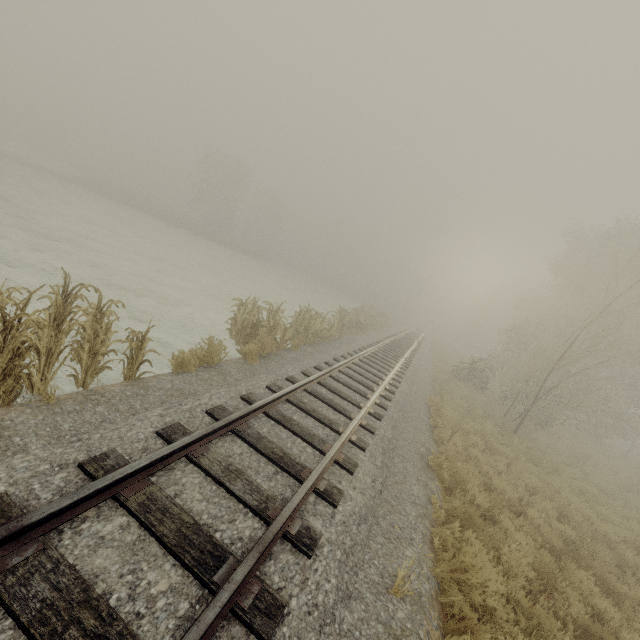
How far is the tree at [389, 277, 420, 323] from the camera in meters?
49.5

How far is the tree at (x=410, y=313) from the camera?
49.48m

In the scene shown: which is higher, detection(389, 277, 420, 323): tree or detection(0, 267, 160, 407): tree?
detection(389, 277, 420, 323): tree

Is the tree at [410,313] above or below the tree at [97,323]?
above

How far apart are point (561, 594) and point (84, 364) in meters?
9.4 m

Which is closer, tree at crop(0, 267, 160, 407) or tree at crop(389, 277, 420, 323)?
tree at crop(0, 267, 160, 407)
